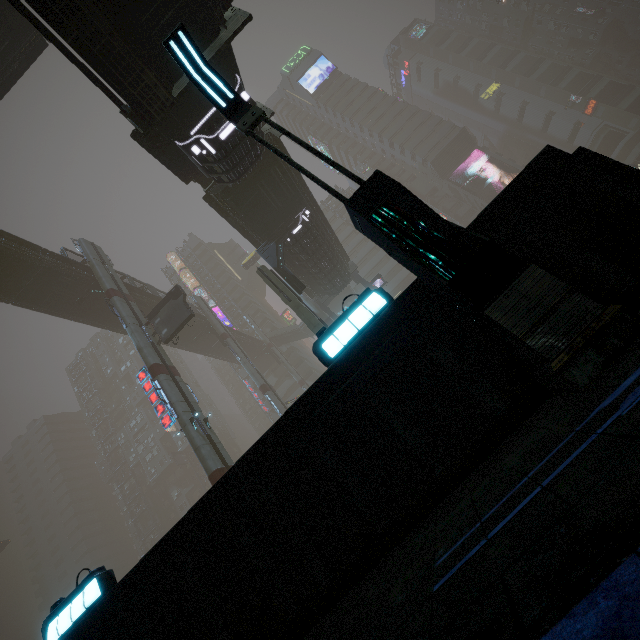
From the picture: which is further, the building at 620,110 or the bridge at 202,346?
the building at 620,110

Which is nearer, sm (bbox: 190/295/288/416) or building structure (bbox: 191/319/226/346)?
sm (bbox: 190/295/288/416)

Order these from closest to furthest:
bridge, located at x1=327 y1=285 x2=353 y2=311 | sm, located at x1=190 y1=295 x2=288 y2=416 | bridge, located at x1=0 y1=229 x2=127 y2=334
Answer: bridge, located at x1=0 y1=229 x2=127 y2=334 < sm, located at x1=190 y1=295 x2=288 y2=416 < bridge, located at x1=327 y1=285 x2=353 y2=311

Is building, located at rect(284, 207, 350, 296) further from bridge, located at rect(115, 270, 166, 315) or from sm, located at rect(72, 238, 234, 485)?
sm, located at rect(72, 238, 234, 485)

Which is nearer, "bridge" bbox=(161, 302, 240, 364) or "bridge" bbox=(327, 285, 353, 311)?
"bridge" bbox=(161, 302, 240, 364)

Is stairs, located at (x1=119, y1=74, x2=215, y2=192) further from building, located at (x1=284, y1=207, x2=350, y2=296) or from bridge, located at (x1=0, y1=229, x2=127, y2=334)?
building, located at (x1=284, y1=207, x2=350, y2=296)

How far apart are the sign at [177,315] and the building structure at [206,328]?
14.8m

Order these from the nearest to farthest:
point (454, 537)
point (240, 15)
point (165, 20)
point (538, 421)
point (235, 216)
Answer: point (454, 537) < point (538, 421) < point (165, 20) < point (240, 15) < point (235, 216)
